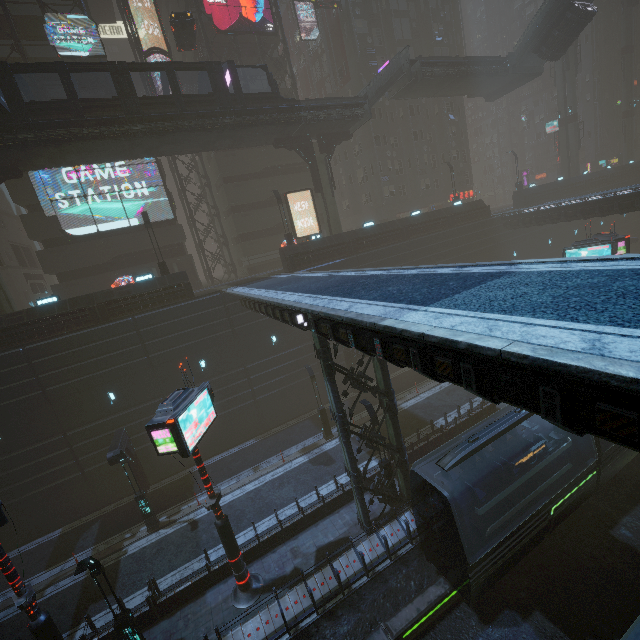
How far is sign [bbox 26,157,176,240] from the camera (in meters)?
26.95

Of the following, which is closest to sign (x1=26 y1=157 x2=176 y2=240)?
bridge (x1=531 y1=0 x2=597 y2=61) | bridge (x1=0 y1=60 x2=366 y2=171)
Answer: bridge (x1=0 y1=60 x2=366 y2=171)

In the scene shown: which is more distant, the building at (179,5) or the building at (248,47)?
the building at (248,47)

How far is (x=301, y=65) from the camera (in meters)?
46.38

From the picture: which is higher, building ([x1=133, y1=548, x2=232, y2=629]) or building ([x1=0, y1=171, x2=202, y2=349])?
building ([x1=0, y1=171, x2=202, y2=349])

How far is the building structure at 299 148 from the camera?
27.9 meters

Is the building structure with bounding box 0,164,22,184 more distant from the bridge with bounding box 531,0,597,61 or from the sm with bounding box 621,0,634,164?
the bridge with bounding box 531,0,597,61

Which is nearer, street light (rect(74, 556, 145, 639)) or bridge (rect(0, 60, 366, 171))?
street light (rect(74, 556, 145, 639))
